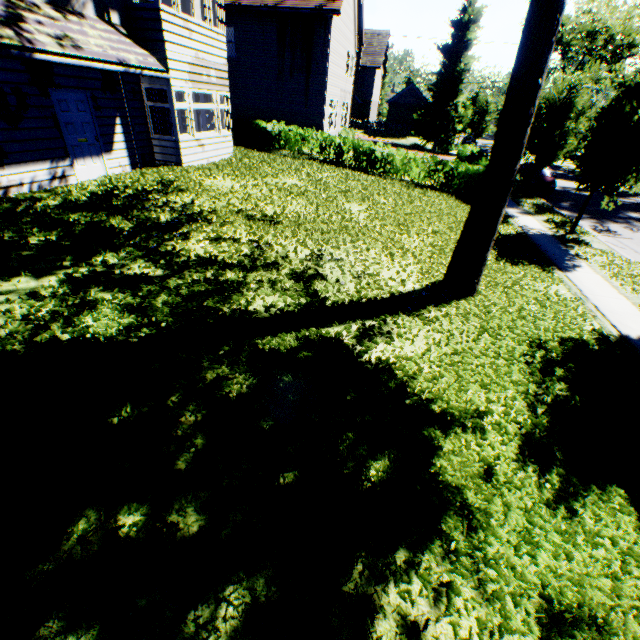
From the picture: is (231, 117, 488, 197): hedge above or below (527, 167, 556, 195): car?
above

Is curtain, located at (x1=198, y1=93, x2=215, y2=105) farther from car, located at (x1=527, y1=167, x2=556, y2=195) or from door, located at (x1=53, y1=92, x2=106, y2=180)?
car, located at (x1=527, y1=167, x2=556, y2=195)

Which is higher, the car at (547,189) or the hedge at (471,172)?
the hedge at (471,172)

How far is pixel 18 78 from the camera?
7.50m

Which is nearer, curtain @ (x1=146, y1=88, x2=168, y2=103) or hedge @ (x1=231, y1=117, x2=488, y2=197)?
curtain @ (x1=146, y1=88, x2=168, y2=103)

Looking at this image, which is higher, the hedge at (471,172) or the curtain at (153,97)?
the curtain at (153,97)

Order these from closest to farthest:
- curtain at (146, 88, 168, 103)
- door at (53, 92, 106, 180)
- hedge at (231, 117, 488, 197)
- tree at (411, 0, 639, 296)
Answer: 1. tree at (411, 0, 639, 296)
2. door at (53, 92, 106, 180)
3. curtain at (146, 88, 168, 103)
4. hedge at (231, 117, 488, 197)

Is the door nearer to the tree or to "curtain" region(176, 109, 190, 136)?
"curtain" region(176, 109, 190, 136)
